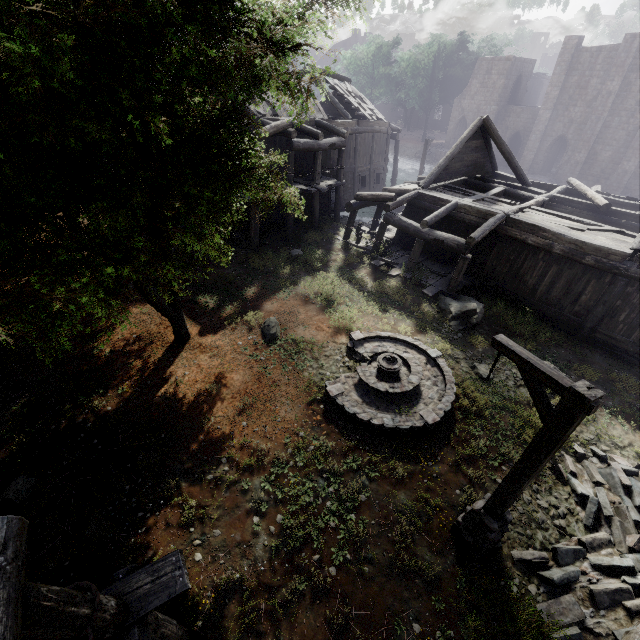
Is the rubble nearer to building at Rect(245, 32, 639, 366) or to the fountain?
building at Rect(245, 32, 639, 366)

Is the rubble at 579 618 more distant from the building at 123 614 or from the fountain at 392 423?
the fountain at 392 423

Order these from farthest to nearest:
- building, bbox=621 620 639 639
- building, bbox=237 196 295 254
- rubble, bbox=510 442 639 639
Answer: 1. building, bbox=237 196 295 254
2. rubble, bbox=510 442 639 639
3. building, bbox=621 620 639 639

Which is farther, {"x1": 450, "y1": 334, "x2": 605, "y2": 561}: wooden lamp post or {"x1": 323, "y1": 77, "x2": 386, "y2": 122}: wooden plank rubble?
{"x1": 323, "y1": 77, "x2": 386, "y2": 122}: wooden plank rubble

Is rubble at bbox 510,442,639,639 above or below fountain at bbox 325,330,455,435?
below

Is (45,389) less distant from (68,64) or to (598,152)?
(68,64)

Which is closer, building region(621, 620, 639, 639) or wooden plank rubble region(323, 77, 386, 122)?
building region(621, 620, 639, 639)

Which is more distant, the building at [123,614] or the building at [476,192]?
the building at [476,192]
